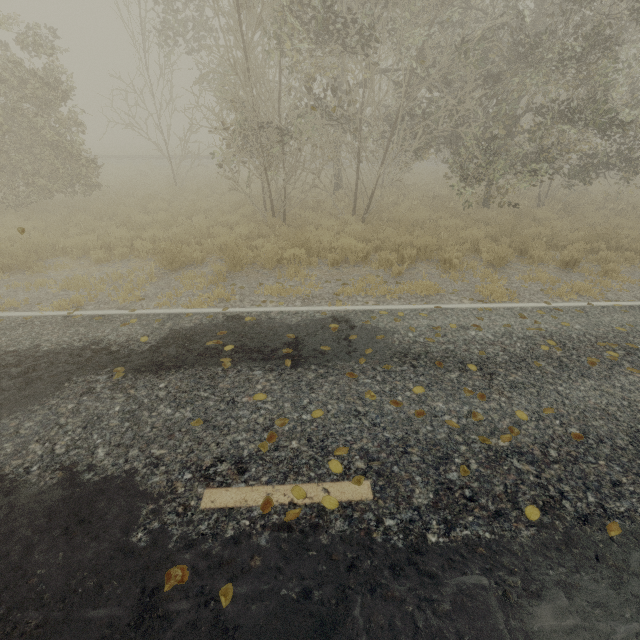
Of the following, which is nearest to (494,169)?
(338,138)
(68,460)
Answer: (338,138)

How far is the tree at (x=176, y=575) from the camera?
2.3 meters

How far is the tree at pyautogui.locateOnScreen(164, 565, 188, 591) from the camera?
2.27m
